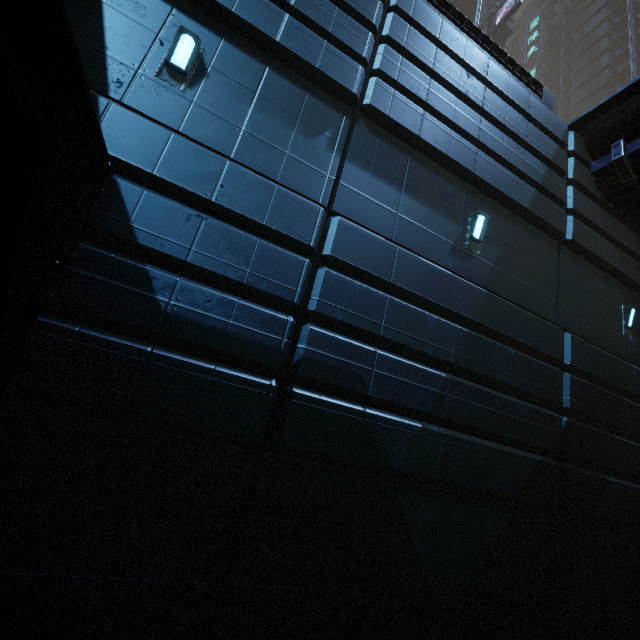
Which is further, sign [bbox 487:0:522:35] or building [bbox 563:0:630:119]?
building [bbox 563:0:630:119]

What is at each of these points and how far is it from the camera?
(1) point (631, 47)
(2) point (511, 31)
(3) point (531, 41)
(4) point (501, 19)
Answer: (1) building structure, 38.25m
(2) building, 31.08m
(3) sign, 51.09m
(4) sign, 28.34m

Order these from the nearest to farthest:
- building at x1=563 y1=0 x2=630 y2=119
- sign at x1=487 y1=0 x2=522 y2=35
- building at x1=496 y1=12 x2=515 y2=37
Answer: sign at x1=487 y1=0 x2=522 y2=35 → building at x1=496 y1=12 x2=515 y2=37 → building at x1=563 y1=0 x2=630 y2=119

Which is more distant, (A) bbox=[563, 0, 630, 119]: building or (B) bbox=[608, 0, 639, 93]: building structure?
(A) bbox=[563, 0, 630, 119]: building

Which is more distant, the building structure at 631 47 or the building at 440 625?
the building structure at 631 47

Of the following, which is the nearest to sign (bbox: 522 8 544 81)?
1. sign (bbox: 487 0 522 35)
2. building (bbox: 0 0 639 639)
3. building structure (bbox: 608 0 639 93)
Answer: building (bbox: 0 0 639 639)

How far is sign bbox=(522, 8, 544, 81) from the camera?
48.0m

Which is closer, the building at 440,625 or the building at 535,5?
the building at 440,625
